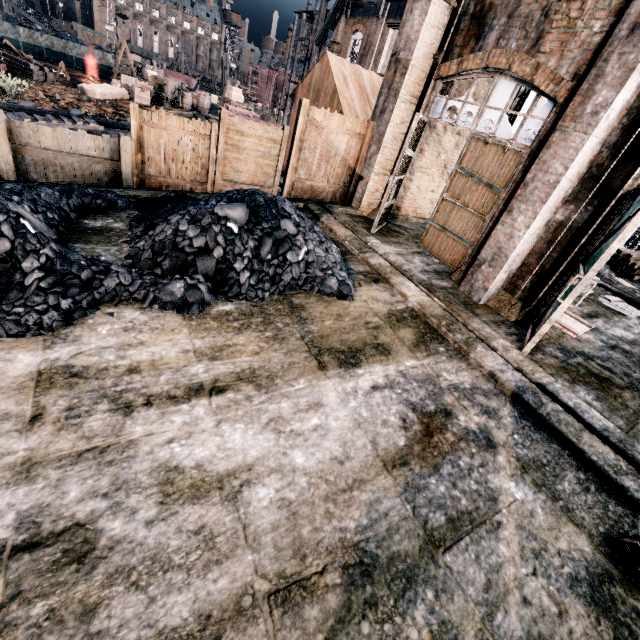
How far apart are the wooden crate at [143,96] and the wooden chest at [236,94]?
7.9m

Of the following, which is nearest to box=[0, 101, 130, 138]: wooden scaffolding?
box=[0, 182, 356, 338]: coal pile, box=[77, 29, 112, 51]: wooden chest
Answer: box=[0, 182, 356, 338]: coal pile

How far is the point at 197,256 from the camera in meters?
6.2 m

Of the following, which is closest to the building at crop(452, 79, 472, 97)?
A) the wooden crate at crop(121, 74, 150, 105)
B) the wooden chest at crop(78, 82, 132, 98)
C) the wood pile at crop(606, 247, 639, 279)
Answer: the wooden chest at crop(78, 82, 132, 98)

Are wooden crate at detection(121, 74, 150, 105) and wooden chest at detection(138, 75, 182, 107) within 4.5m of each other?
yes

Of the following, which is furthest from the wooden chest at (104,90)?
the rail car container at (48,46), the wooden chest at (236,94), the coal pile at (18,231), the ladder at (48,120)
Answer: the coal pile at (18,231)

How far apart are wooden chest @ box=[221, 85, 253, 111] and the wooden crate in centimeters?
792cm

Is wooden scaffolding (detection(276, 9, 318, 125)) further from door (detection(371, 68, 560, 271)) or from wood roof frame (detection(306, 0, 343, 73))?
door (detection(371, 68, 560, 271))
